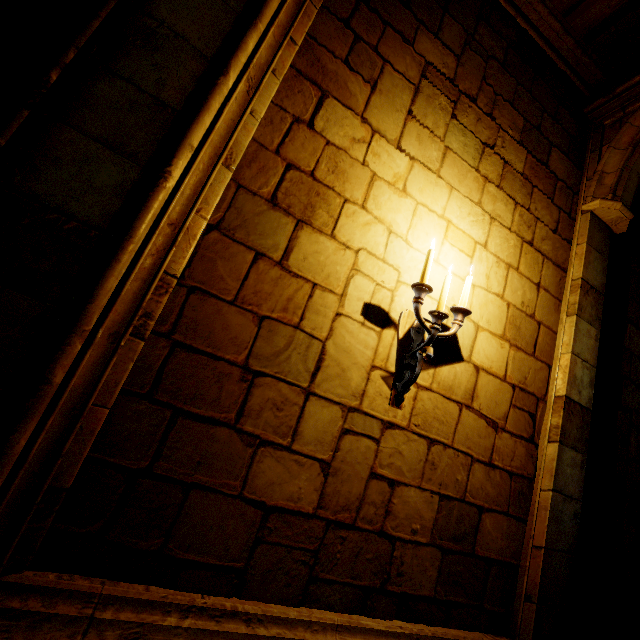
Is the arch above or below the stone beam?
below

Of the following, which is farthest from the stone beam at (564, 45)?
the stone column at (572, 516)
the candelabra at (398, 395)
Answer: the candelabra at (398, 395)

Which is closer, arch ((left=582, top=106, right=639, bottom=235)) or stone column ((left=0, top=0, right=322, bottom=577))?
stone column ((left=0, top=0, right=322, bottom=577))

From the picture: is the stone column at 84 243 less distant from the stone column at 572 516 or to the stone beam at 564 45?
the stone beam at 564 45

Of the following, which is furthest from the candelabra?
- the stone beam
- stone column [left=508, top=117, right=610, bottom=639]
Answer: the stone beam

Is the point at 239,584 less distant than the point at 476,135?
Yes

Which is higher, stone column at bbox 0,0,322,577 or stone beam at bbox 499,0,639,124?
stone beam at bbox 499,0,639,124

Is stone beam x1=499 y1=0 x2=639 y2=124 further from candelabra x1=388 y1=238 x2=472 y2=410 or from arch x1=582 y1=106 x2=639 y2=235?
candelabra x1=388 y1=238 x2=472 y2=410
